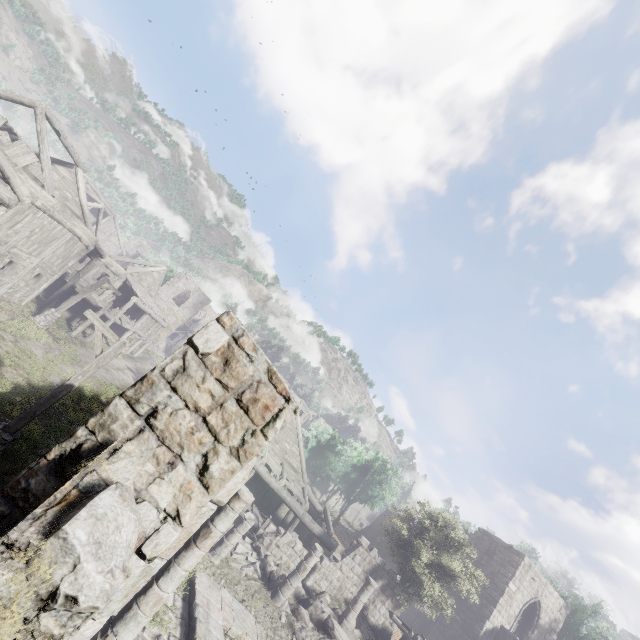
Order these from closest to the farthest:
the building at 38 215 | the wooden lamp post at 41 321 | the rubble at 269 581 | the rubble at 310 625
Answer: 1. the rubble at 310 625
2. the rubble at 269 581
3. the building at 38 215
4. the wooden lamp post at 41 321

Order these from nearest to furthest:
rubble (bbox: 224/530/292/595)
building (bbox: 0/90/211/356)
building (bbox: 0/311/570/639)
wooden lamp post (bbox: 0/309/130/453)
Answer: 1. building (bbox: 0/311/570/639)
2. wooden lamp post (bbox: 0/309/130/453)
3. rubble (bbox: 224/530/292/595)
4. building (bbox: 0/90/211/356)

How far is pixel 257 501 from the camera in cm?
2094

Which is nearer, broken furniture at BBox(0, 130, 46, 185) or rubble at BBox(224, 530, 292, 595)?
broken furniture at BBox(0, 130, 46, 185)

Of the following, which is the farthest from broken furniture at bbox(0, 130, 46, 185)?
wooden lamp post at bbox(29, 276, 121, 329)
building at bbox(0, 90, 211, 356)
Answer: wooden lamp post at bbox(29, 276, 121, 329)

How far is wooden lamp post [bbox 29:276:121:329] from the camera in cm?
1952

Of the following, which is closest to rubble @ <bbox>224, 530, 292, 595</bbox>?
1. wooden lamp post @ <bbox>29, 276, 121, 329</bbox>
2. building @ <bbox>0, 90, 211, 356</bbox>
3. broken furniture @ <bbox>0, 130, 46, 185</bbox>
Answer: building @ <bbox>0, 90, 211, 356</bbox>

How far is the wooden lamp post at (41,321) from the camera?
19.5m
